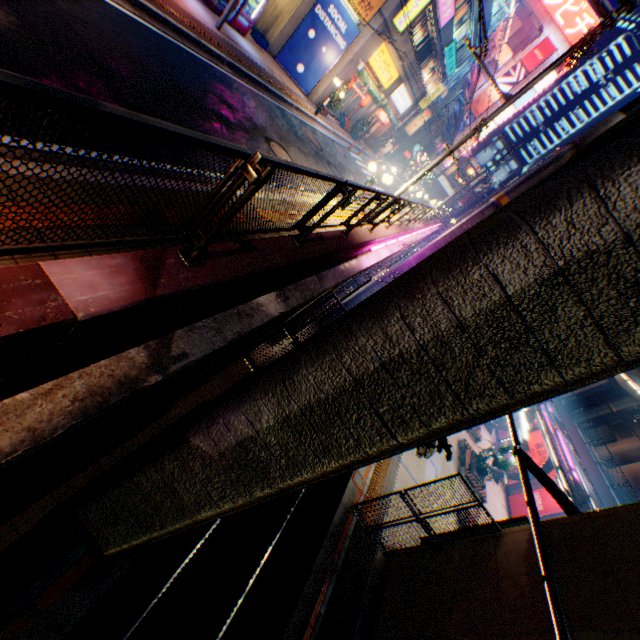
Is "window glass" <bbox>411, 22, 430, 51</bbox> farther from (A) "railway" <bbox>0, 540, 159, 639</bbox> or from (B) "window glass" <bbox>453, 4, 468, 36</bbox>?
(A) "railway" <bbox>0, 540, 159, 639</bbox>

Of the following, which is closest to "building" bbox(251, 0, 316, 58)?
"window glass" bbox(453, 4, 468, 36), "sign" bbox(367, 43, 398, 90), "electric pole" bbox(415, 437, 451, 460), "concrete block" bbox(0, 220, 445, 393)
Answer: "sign" bbox(367, 43, 398, 90)

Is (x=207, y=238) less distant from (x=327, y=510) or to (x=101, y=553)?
(x=101, y=553)

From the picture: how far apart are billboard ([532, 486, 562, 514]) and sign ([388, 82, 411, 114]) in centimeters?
3397cm

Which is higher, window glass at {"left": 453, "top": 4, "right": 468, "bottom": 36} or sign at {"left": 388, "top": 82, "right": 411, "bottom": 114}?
window glass at {"left": 453, "top": 4, "right": 468, "bottom": 36}

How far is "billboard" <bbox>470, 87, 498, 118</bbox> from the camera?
54.5 meters

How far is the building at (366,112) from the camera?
26.15m

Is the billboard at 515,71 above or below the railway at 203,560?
above
